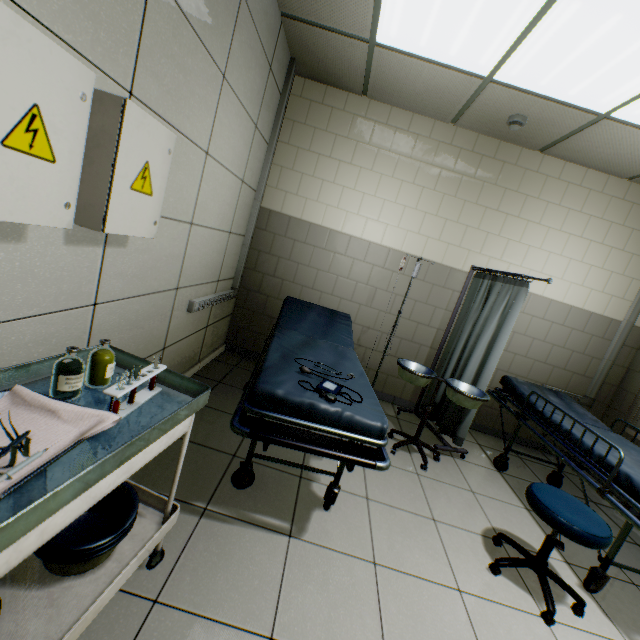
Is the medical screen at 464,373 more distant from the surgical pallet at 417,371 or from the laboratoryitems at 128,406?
the laboratoryitems at 128,406

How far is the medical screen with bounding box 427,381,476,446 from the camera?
3.14m

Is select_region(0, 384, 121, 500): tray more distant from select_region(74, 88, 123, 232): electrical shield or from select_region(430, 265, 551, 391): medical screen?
select_region(430, 265, 551, 391): medical screen

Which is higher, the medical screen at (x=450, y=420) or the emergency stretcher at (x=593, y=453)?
the emergency stretcher at (x=593, y=453)

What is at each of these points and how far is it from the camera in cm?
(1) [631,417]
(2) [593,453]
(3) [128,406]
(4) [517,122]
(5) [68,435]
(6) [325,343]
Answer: (1) blinds, 357
(2) emergency stretcher, 225
(3) laboratoryitems, 112
(4) fire alarm, 299
(5) tray, 91
(6) emergency stretcher, 276

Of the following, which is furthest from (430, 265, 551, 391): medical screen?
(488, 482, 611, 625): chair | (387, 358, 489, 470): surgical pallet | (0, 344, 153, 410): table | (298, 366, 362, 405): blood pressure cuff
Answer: (0, 344, 153, 410): table

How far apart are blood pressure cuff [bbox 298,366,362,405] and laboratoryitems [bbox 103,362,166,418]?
0.7 meters

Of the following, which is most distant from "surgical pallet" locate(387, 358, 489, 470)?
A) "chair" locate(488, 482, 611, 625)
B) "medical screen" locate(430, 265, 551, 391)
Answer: "chair" locate(488, 482, 611, 625)
